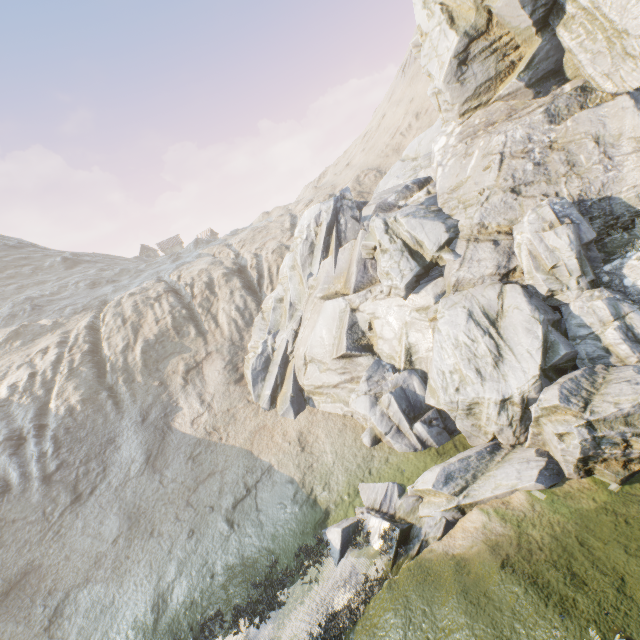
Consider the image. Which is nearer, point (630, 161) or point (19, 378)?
point (630, 161)
